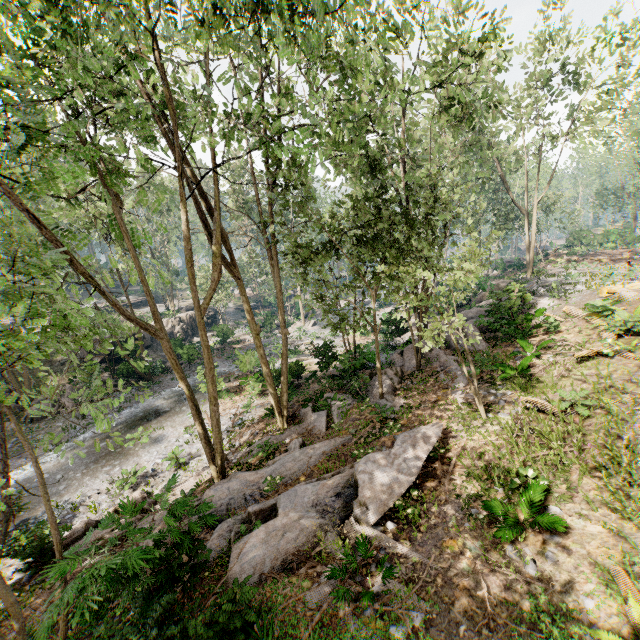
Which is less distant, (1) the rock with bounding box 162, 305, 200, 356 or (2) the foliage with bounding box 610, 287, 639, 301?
(2) the foliage with bounding box 610, 287, 639, 301

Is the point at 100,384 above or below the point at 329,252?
below

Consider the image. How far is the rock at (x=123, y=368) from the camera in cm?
2678

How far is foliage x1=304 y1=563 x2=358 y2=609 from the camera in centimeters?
587cm

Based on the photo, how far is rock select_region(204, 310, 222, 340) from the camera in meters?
35.4 m
